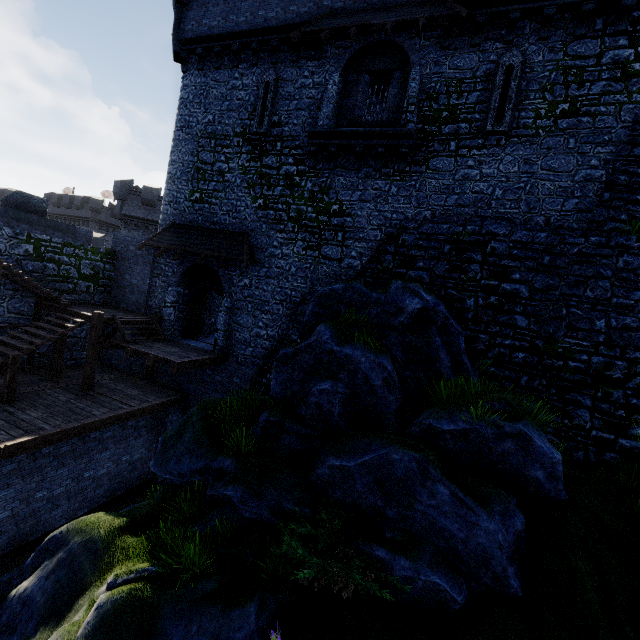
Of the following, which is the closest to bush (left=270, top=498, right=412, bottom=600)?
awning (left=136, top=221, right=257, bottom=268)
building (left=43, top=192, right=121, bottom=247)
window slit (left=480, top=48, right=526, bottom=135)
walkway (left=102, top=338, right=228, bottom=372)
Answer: walkway (left=102, top=338, right=228, bottom=372)

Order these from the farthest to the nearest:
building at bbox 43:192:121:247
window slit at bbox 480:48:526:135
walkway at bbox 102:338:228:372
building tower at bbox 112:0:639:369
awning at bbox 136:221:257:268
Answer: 1. building at bbox 43:192:121:247
2. awning at bbox 136:221:257:268
3. walkway at bbox 102:338:228:372
4. window slit at bbox 480:48:526:135
5. building tower at bbox 112:0:639:369

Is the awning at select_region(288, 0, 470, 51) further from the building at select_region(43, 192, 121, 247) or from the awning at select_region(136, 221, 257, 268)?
the building at select_region(43, 192, 121, 247)

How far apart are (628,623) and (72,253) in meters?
21.0

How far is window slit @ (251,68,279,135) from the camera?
13.72m

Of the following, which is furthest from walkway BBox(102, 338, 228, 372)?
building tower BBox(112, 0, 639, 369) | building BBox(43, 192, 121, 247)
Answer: building BBox(43, 192, 121, 247)

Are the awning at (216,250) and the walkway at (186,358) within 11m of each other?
yes

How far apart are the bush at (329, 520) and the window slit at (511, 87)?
12.3m
